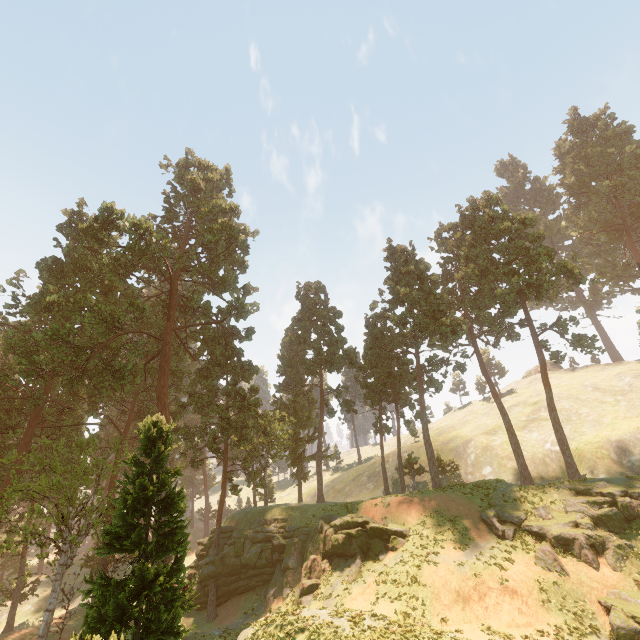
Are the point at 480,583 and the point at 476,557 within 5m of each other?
yes

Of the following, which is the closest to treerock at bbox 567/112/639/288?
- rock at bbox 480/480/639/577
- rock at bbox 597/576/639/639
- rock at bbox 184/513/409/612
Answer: rock at bbox 184/513/409/612

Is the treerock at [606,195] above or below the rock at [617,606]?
above

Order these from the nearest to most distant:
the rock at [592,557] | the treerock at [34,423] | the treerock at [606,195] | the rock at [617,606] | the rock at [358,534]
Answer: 1. the treerock at [34,423]
2. the rock at [617,606]
3. the rock at [592,557]
4. the rock at [358,534]
5. the treerock at [606,195]

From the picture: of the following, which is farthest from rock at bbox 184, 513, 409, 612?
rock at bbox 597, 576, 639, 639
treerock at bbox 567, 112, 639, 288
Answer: rock at bbox 597, 576, 639, 639

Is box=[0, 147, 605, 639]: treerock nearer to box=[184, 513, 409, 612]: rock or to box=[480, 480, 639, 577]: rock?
box=[184, 513, 409, 612]: rock

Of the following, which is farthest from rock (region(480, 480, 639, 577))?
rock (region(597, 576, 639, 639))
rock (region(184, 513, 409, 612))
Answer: rock (region(184, 513, 409, 612))
